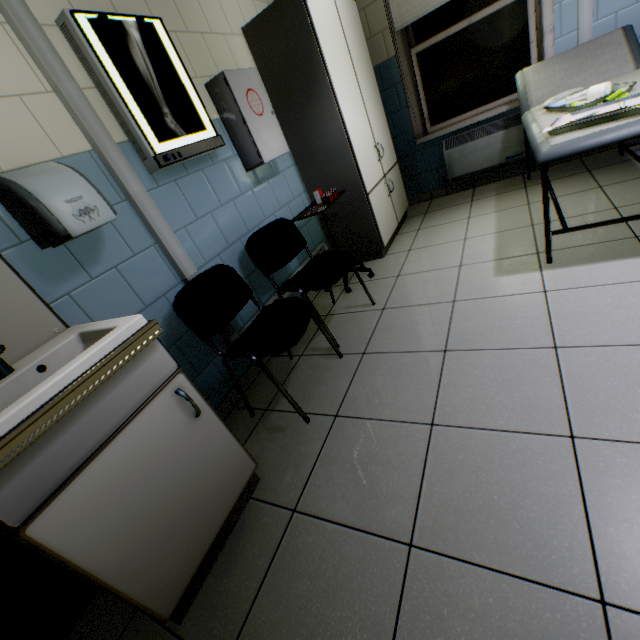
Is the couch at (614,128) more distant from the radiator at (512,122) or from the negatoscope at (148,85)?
the negatoscope at (148,85)

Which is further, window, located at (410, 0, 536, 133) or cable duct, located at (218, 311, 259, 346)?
window, located at (410, 0, 536, 133)

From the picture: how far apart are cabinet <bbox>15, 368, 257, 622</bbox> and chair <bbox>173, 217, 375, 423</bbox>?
0.3m

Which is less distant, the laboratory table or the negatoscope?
the negatoscope

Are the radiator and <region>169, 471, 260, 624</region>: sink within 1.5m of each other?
no

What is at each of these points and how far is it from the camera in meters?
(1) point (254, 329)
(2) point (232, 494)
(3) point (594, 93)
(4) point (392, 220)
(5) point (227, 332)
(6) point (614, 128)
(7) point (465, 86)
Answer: (1) chair, 1.8 m
(2) cabinet, 1.4 m
(3) bandage, 2.0 m
(4) laboratory table, 3.4 m
(5) cable duct, 2.1 m
(6) couch, 1.5 m
(7) window, 3.5 m

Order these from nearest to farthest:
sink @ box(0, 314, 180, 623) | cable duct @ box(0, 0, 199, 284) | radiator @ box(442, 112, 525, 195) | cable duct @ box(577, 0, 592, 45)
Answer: sink @ box(0, 314, 180, 623) → cable duct @ box(0, 0, 199, 284) → cable duct @ box(577, 0, 592, 45) → radiator @ box(442, 112, 525, 195)

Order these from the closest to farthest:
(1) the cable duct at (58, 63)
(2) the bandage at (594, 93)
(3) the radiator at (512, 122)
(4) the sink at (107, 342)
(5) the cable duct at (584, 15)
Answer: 1. (4) the sink at (107, 342)
2. (1) the cable duct at (58, 63)
3. (2) the bandage at (594, 93)
4. (5) the cable duct at (584, 15)
5. (3) the radiator at (512, 122)
